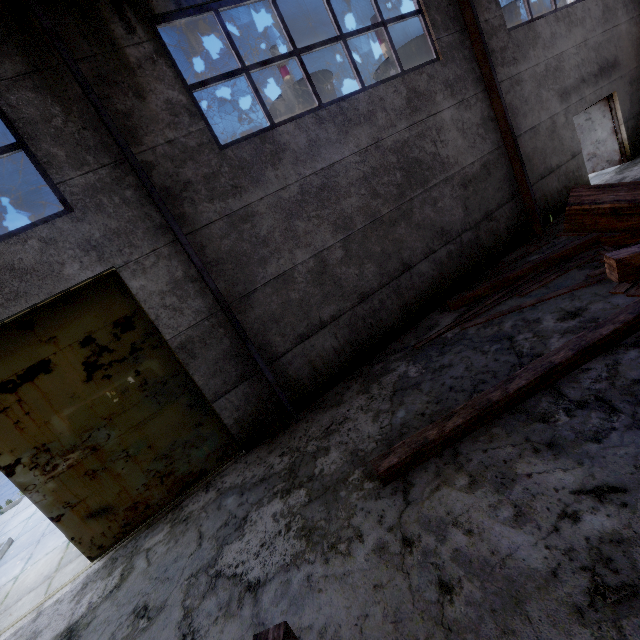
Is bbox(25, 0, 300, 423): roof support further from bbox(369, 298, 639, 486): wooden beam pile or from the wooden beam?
the wooden beam

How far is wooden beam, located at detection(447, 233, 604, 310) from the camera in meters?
6.4

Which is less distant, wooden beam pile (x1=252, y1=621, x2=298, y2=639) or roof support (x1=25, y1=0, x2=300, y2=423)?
wooden beam pile (x1=252, y1=621, x2=298, y2=639)

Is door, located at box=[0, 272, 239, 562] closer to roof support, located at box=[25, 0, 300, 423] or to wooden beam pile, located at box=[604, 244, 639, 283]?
roof support, located at box=[25, 0, 300, 423]

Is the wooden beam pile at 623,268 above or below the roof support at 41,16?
below

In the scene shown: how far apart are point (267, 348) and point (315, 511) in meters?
2.9

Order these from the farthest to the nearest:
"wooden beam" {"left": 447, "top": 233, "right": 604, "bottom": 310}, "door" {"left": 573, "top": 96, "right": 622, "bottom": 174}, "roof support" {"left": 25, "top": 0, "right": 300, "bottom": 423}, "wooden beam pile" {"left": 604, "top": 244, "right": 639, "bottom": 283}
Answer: "door" {"left": 573, "top": 96, "right": 622, "bottom": 174} → "wooden beam" {"left": 447, "top": 233, "right": 604, "bottom": 310} → "roof support" {"left": 25, "top": 0, "right": 300, "bottom": 423} → "wooden beam pile" {"left": 604, "top": 244, "right": 639, "bottom": 283}

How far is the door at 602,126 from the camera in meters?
10.2
